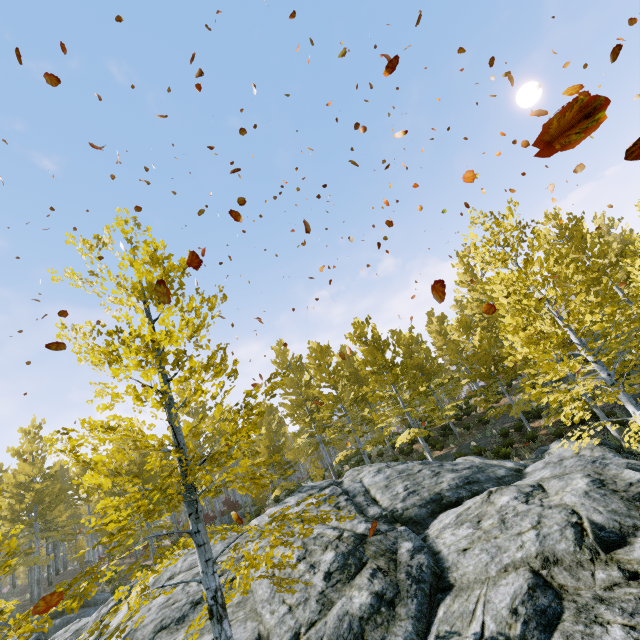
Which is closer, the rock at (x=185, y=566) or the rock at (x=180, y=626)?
the rock at (x=180, y=626)

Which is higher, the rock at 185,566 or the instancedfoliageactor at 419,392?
the instancedfoliageactor at 419,392

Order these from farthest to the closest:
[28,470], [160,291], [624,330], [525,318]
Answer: [28,470], [624,330], [525,318], [160,291]

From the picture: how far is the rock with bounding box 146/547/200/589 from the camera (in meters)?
9.91

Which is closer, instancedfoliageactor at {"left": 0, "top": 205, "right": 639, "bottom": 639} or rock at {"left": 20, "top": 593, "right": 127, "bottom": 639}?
instancedfoliageactor at {"left": 0, "top": 205, "right": 639, "bottom": 639}

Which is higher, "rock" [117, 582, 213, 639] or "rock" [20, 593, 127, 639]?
"rock" [20, 593, 127, 639]

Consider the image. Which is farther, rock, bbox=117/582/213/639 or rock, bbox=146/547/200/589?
rock, bbox=146/547/200/589

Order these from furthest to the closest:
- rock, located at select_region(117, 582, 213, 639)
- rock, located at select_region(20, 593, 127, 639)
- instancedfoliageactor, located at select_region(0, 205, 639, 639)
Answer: rock, located at select_region(20, 593, 127, 639) < rock, located at select_region(117, 582, 213, 639) < instancedfoliageactor, located at select_region(0, 205, 639, 639)
